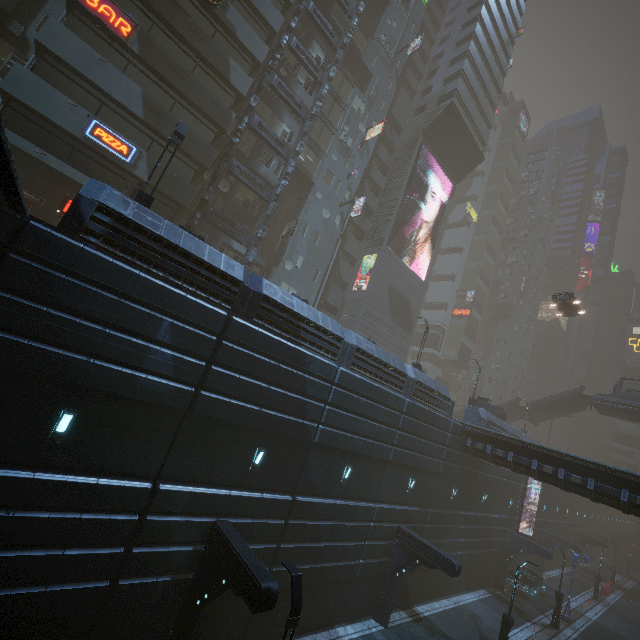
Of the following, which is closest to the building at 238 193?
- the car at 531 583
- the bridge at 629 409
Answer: the car at 531 583

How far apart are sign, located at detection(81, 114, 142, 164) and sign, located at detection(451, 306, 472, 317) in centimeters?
5431cm

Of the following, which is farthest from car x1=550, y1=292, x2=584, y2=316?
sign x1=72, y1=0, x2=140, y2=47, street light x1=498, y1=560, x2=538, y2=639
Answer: street light x1=498, y1=560, x2=538, y2=639

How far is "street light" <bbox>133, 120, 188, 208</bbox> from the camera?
12.05m

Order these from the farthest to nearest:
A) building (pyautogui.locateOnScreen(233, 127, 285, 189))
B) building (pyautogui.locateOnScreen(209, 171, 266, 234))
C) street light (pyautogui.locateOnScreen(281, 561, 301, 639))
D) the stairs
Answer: the stairs → building (pyautogui.locateOnScreen(233, 127, 285, 189)) → building (pyautogui.locateOnScreen(209, 171, 266, 234)) → street light (pyautogui.locateOnScreen(281, 561, 301, 639))

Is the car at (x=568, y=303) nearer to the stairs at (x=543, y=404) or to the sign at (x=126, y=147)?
the stairs at (x=543, y=404)

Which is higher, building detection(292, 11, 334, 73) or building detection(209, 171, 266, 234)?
building detection(292, 11, 334, 73)

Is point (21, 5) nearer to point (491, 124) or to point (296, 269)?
point (296, 269)
